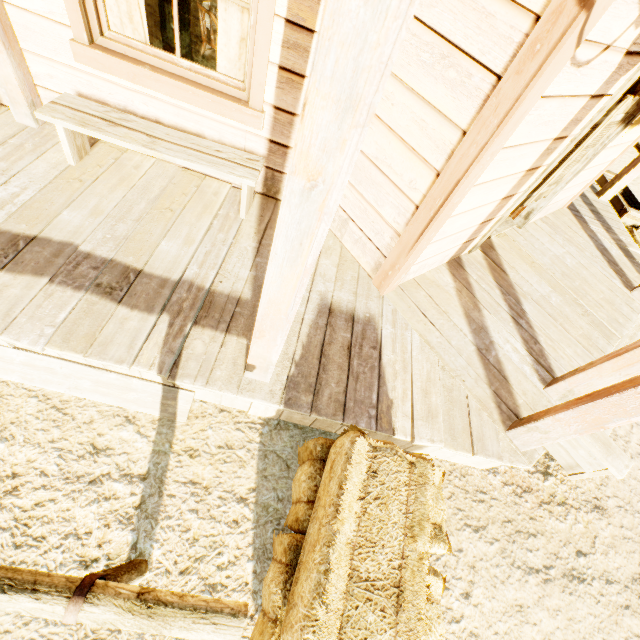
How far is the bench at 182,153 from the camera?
2.45m

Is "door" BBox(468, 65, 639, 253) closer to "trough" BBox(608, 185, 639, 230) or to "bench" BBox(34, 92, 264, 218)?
"bench" BBox(34, 92, 264, 218)

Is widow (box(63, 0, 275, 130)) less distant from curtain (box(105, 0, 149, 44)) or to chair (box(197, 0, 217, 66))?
curtain (box(105, 0, 149, 44))

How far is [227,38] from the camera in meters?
2.5

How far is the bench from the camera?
2.5m

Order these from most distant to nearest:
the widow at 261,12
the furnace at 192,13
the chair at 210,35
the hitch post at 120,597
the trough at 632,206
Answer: the trough at 632,206 < the furnace at 192,13 < the chair at 210,35 < the widow at 261,12 < the hitch post at 120,597

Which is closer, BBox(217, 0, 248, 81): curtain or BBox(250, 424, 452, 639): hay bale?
BBox(250, 424, 452, 639): hay bale

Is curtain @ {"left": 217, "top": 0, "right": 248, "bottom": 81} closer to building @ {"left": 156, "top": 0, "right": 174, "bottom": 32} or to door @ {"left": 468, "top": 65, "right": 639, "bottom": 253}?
building @ {"left": 156, "top": 0, "right": 174, "bottom": 32}
